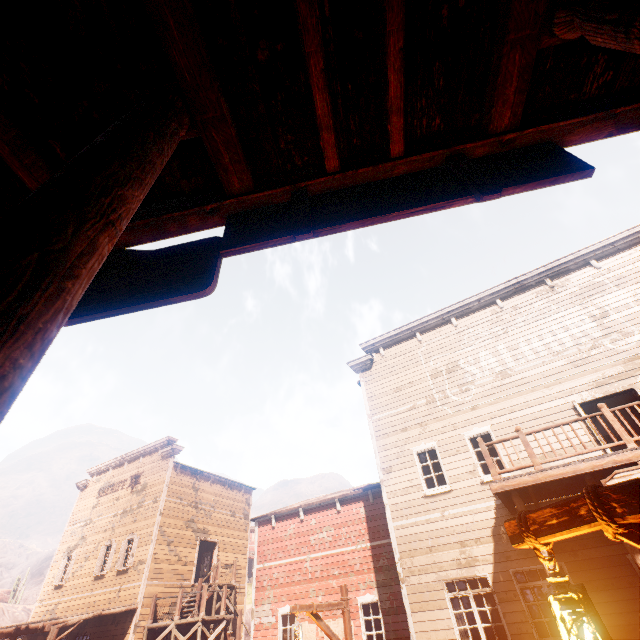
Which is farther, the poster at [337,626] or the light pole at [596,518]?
the poster at [337,626]

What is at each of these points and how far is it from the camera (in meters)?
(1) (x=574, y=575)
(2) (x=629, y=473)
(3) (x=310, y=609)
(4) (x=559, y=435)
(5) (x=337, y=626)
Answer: (1) building, 8.50
(2) sign, 6.72
(3) light pole, 7.87
(4) building, 10.34
(5) poster, 12.93

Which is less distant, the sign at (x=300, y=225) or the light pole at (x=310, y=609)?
the sign at (x=300, y=225)

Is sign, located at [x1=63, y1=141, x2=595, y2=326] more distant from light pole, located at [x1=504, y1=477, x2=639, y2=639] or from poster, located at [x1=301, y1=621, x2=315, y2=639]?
poster, located at [x1=301, y1=621, x2=315, y2=639]

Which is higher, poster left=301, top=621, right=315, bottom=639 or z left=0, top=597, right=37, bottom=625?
z left=0, top=597, right=37, bottom=625

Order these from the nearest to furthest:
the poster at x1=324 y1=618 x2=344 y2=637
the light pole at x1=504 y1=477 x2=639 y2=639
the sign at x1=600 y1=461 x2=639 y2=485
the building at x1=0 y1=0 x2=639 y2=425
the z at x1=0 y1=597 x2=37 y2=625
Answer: the building at x1=0 y1=0 x2=639 y2=425, the light pole at x1=504 y1=477 x2=639 y2=639, the sign at x1=600 y1=461 x2=639 y2=485, the poster at x1=324 y1=618 x2=344 y2=637, the z at x1=0 y1=597 x2=37 y2=625

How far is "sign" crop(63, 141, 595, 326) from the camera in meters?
1.6 m

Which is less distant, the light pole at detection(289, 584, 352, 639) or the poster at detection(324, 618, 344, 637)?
the light pole at detection(289, 584, 352, 639)
